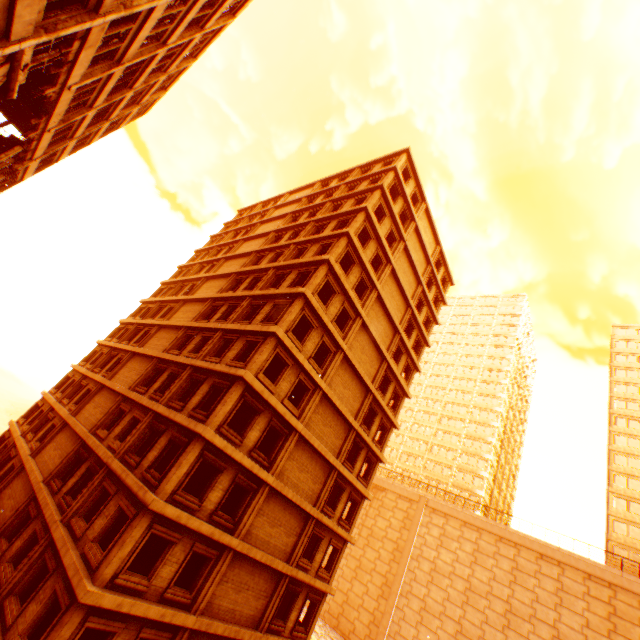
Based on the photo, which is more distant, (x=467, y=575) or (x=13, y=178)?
(x=467, y=575)

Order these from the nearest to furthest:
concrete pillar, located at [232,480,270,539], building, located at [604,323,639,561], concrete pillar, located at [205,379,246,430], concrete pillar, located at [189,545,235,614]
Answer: concrete pillar, located at [189,545,235,614] → concrete pillar, located at [205,379,246,430] → concrete pillar, located at [232,480,270,539] → building, located at [604,323,639,561]

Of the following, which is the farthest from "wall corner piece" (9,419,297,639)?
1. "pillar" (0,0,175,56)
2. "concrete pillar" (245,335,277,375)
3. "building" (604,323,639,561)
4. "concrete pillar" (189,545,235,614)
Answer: "building" (604,323,639,561)

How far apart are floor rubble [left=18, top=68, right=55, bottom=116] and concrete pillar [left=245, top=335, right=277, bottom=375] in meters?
15.4

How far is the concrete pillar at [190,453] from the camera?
13.11m

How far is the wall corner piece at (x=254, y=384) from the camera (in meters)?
16.05

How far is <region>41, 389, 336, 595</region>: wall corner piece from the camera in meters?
12.9

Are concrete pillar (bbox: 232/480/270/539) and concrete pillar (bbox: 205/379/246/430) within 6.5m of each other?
yes
